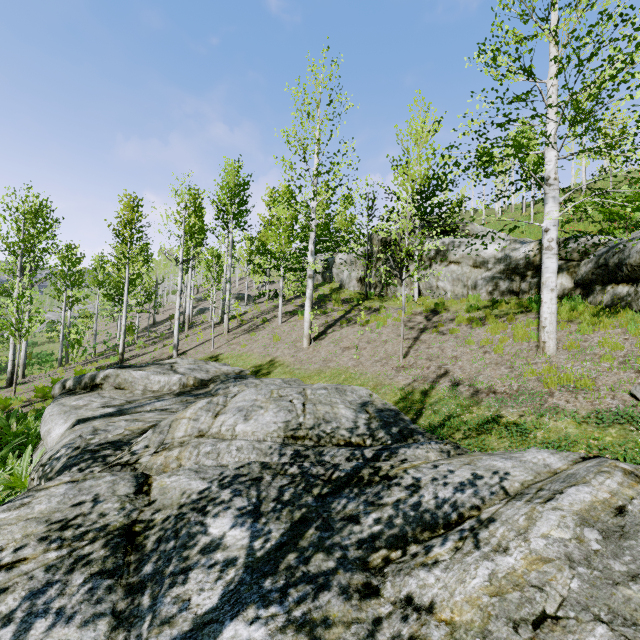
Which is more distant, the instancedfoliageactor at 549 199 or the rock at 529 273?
the rock at 529 273

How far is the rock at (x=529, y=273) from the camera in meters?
11.3

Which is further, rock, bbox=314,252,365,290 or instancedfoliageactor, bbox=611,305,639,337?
rock, bbox=314,252,365,290

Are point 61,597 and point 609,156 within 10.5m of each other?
no

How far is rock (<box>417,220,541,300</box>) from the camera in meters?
11.3

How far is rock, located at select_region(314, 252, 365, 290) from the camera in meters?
20.1

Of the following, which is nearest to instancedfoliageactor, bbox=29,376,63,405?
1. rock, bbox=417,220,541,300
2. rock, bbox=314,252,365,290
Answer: rock, bbox=417,220,541,300

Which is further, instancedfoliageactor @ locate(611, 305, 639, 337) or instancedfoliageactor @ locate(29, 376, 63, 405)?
instancedfoliageactor @ locate(29, 376, 63, 405)
